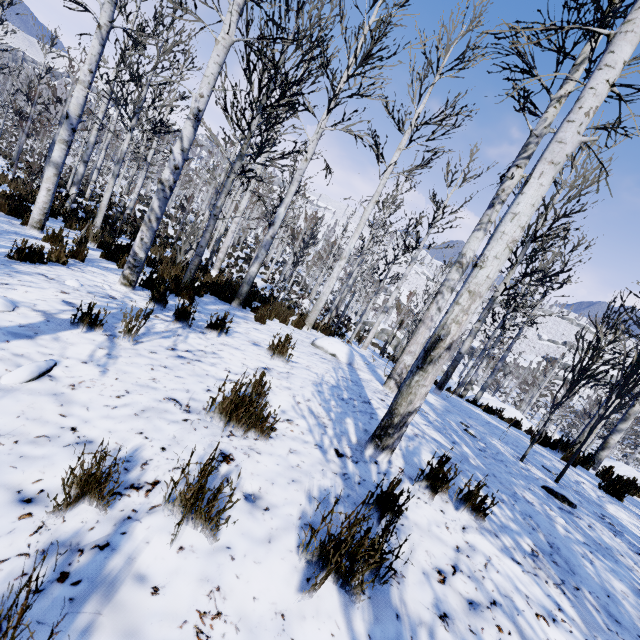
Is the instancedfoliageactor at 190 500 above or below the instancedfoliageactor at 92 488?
above

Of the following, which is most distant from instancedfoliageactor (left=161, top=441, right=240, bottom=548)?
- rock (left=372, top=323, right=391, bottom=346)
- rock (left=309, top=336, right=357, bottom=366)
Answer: rock (left=309, top=336, right=357, bottom=366)

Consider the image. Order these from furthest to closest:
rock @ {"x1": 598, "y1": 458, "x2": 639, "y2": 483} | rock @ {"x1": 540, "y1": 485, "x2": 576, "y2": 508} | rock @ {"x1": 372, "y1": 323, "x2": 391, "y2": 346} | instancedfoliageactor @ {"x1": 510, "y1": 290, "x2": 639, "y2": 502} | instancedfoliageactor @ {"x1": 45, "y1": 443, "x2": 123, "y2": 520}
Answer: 1. rock @ {"x1": 372, "y1": 323, "x2": 391, "y2": 346}
2. rock @ {"x1": 598, "y1": 458, "x2": 639, "y2": 483}
3. instancedfoliageactor @ {"x1": 510, "y1": 290, "x2": 639, "y2": 502}
4. rock @ {"x1": 540, "y1": 485, "x2": 576, "y2": 508}
5. instancedfoliageactor @ {"x1": 45, "y1": 443, "x2": 123, "y2": 520}

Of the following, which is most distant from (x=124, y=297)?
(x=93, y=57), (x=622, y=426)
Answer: (x=622, y=426)

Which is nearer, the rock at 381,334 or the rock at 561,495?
the rock at 561,495

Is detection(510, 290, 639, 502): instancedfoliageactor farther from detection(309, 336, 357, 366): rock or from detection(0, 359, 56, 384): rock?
detection(0, 359, 56, 384): rock

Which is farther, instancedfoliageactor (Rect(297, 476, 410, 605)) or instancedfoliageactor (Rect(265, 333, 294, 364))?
instancedfoliageactor (Rect(265, 333, 294, 364))

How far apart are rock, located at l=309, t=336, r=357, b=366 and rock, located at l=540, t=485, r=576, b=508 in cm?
341
